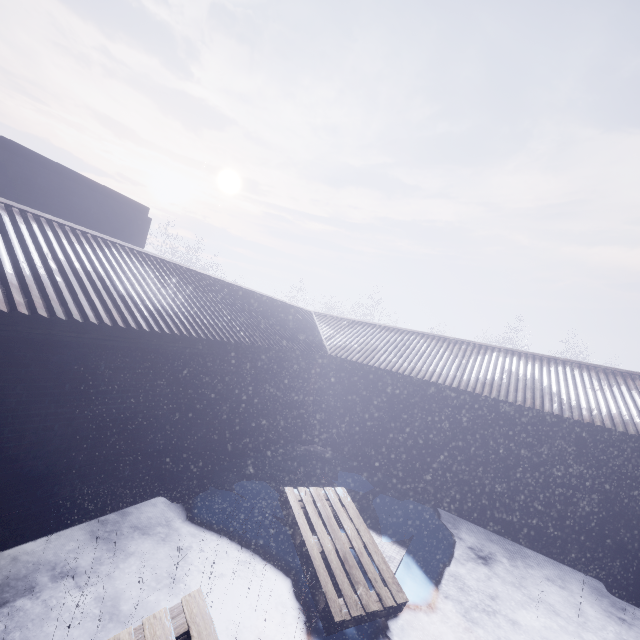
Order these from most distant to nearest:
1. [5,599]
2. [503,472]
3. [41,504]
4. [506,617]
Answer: [503,472] < [506,617] < [41,504] < [5,599]

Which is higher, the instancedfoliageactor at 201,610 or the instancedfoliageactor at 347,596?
the instancedfoliageactor at 201,610

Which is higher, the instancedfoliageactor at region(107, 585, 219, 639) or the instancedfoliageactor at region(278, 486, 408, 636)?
the instancedfoliageactor at region(107, 585, 219, 639)

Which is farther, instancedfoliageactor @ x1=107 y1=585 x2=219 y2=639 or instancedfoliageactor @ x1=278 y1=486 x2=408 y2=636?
instancedfoliageactor @ x1=278 y1=486 x2=408 y2=636

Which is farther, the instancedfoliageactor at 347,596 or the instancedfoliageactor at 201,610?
the instancedfoliageactor at 347,596
